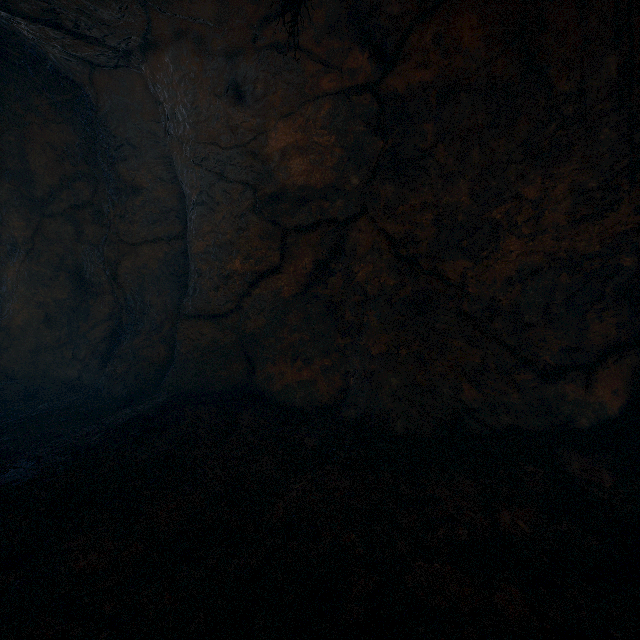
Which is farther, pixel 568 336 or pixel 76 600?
pixel 568 336
